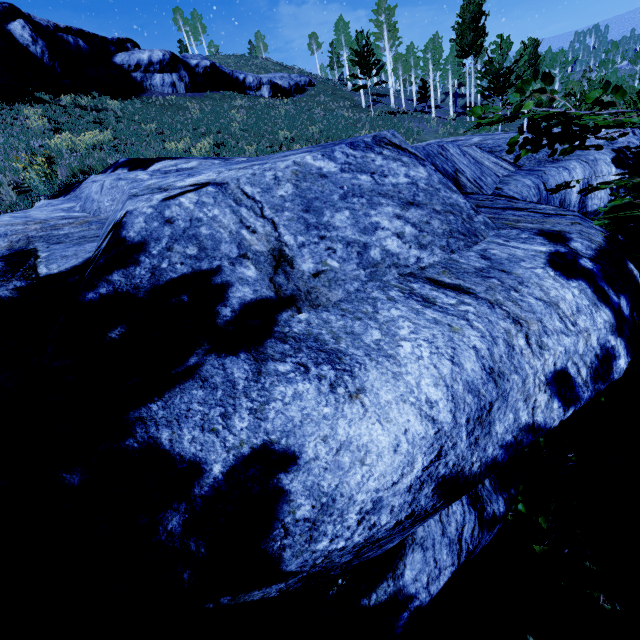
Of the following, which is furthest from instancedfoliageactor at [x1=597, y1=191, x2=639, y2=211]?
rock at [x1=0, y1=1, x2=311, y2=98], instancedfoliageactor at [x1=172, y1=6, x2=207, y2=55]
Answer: instancedfoliageactor at [x1=172, y1=6, x2=207, y2=55]

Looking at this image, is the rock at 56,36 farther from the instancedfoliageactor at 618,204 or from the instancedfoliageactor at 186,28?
the instancedfoliageactor at 186,28

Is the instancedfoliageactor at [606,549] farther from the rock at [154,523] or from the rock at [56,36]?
the rock at [56,36]

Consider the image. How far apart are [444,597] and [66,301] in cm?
271

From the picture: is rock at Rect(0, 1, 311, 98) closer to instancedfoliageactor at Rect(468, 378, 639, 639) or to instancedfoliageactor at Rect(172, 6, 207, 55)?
instancedfoliageactor at Rect(468, 378, 639, 639)

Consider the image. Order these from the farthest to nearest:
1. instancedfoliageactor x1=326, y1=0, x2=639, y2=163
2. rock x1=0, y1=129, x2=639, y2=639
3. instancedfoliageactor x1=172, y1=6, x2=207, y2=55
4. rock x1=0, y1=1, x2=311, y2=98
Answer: instancedfoliageactor x1=172, y1=6, x2=207, y2=55 → rock x1=0, y1=1, x2=311, y2=98 → instancedfoliageactor x1=326, y1=0, x2=639, y2=163 → rock x1=0, y1=129, x2=639, y2=639

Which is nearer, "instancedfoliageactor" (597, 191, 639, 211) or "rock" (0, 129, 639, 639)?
"rock" (0, 129, 639, 639)

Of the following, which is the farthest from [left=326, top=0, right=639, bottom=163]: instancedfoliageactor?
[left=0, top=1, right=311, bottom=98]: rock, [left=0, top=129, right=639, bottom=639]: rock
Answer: [left=0, top=1, right=311, bottom=98]: rock
